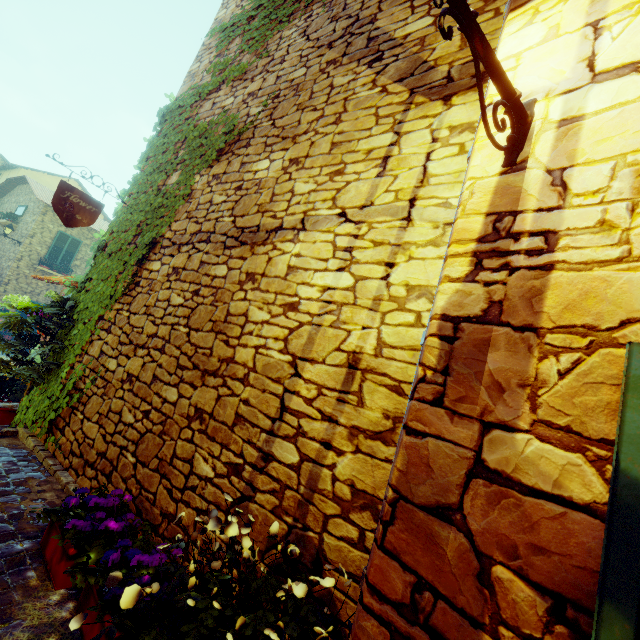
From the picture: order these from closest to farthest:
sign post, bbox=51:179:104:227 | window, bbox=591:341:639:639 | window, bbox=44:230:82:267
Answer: window, bbox=591:341:639:639, sign post, bbox=51:179:104:227, window, bbox=44:230:82:267

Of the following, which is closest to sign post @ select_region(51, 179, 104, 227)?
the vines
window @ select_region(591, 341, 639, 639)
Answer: the vines

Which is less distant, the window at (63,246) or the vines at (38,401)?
the vines at (38,401)

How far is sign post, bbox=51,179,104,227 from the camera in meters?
3.9 m

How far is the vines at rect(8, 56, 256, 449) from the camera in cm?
396

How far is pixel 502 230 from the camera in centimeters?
117cm

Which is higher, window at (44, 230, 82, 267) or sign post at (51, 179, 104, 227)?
window at (44, 230, 82, 267)

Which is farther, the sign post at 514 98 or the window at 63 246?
the window at 63 246
